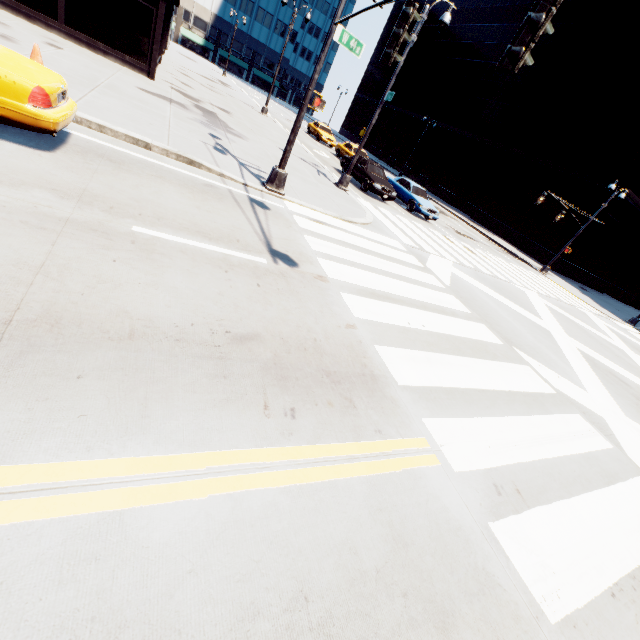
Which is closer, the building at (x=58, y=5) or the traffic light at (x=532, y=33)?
the traffic light at (x=532, y=33)

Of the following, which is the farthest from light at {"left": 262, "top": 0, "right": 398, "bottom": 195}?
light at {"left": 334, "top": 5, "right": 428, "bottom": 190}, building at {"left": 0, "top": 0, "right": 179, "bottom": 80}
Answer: building at {"left": 0, "top": 0, "right": 179, "bottom": 80}

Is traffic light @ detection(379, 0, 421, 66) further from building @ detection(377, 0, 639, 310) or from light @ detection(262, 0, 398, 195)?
building @ detection(377, 0, 639, 310)

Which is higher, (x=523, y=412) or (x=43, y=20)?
(x=43, y=20)

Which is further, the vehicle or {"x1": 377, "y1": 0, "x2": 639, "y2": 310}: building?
{"x1": 377, "y1": 0, "x2": 639, "y2": 310}: building

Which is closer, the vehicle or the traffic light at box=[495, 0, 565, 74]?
the traffic light at box=[495, 0, 565, 74]

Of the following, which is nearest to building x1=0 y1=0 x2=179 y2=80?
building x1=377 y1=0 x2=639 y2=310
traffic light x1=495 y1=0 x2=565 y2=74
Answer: traffic light x1=495 y1=0 x2=565 y2=74

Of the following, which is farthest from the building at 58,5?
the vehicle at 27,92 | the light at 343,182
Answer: the vehicle at 27,92
